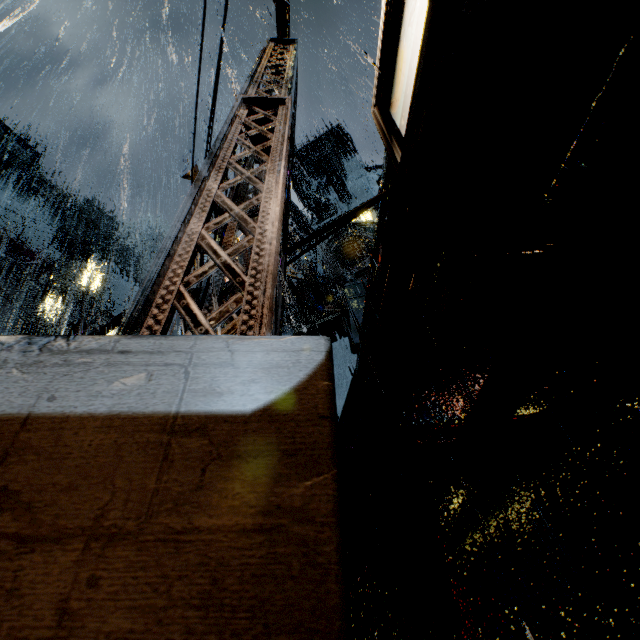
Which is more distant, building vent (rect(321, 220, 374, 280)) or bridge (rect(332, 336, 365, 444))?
building vent (rect(321, 220, 374, 280))

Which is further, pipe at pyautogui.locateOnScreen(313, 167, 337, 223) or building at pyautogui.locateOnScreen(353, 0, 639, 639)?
pipe at pyautogui.locateOnScreen(313, 167, 337, 223)

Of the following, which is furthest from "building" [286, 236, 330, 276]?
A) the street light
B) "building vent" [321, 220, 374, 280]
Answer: the street light

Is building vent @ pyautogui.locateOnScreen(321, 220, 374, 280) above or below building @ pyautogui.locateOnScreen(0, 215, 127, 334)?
below

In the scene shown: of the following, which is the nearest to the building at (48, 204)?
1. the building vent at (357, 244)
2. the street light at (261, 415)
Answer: the building vent at (357, 244)

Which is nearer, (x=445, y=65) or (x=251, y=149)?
(x=445, y=65)

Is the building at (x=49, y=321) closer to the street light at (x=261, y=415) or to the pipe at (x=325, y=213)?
the pipe at (x=325, y=213)

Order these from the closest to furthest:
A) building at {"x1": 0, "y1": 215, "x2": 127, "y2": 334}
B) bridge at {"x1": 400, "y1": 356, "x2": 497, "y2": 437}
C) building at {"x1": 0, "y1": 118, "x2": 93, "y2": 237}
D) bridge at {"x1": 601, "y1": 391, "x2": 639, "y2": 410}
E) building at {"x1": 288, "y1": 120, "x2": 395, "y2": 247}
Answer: bridge at {"x1": 601, "y1": 391, "x2": 639, "y2": 410} → bridge at {"x1": 400, "y1": 356, "x2": 497, "y2": 437} → building at {"x1": 288, "y1": 120, "x2": 395, "y2": 247} → building at {"x1": 0, "y1": 215, "x2": 127, "y2": 334} → building at {"x1": 0, "y1": 118, "x2": 93, "y2": 237}
